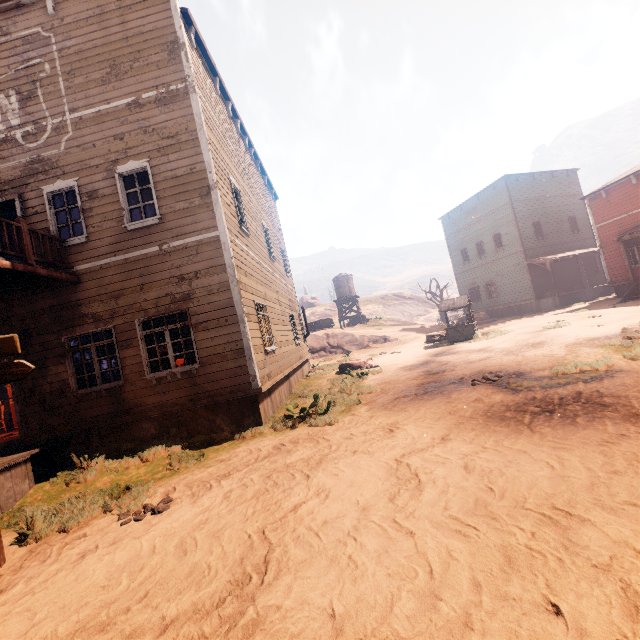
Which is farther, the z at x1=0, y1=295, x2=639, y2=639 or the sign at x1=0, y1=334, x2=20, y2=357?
the sign at x1=0, y1=334, x2=20, y2=357

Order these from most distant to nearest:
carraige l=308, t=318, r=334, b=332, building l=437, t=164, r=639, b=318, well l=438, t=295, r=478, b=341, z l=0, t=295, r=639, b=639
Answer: carraige l=308, t=318, r=334, b=332 → building l=437, t=164, r=639, b=318 → well l=438, t=295, r=478, b=341 → z l=0, t=295, r=639, b=639

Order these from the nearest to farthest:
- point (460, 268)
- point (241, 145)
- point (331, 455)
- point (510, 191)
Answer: point (331, 455) → point (241, 145) → point (510, 191) → point (460, 268)

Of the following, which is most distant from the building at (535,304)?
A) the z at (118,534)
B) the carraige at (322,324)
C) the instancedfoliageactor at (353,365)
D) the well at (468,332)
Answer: the well at (468,332)

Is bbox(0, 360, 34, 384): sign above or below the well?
above

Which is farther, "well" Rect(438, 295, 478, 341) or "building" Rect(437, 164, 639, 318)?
"building" Rect(437, 164, 639, 318)

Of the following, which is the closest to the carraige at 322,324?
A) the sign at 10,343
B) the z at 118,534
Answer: the z at 118,534
